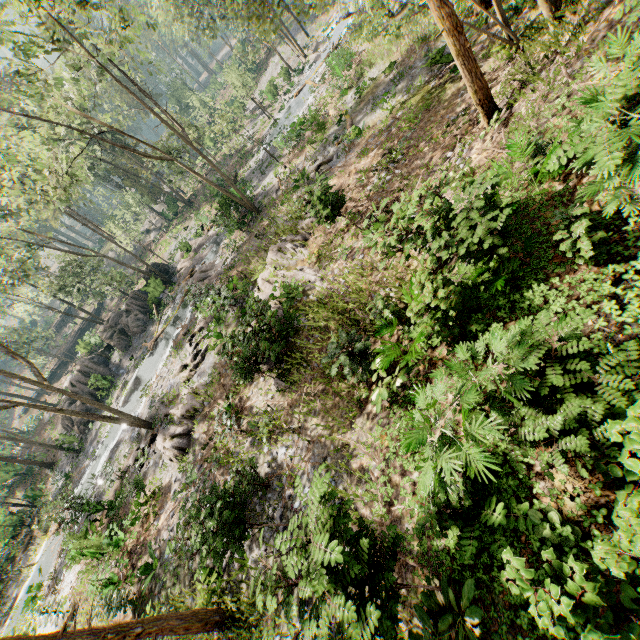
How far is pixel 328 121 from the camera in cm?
2261

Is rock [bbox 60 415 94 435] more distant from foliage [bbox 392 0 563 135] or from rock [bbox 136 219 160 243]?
rock [bbox 136 219 160 243]

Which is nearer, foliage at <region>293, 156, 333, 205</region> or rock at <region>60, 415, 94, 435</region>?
foliage at <region>293, 156, 333, 205</region>

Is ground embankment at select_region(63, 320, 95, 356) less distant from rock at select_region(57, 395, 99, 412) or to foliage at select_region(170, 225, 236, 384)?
foliage at select_region(170, 225, 236, 384)

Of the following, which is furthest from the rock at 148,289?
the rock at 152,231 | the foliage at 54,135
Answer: the rock at 152,231

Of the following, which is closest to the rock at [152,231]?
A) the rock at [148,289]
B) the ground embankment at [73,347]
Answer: the ground embankment at [73,347]

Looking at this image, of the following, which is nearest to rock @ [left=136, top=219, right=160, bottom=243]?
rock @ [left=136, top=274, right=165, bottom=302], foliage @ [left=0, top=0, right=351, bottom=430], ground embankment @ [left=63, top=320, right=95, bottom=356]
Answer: foliage @ [left=0, top=0, right=351, bottom=430]
